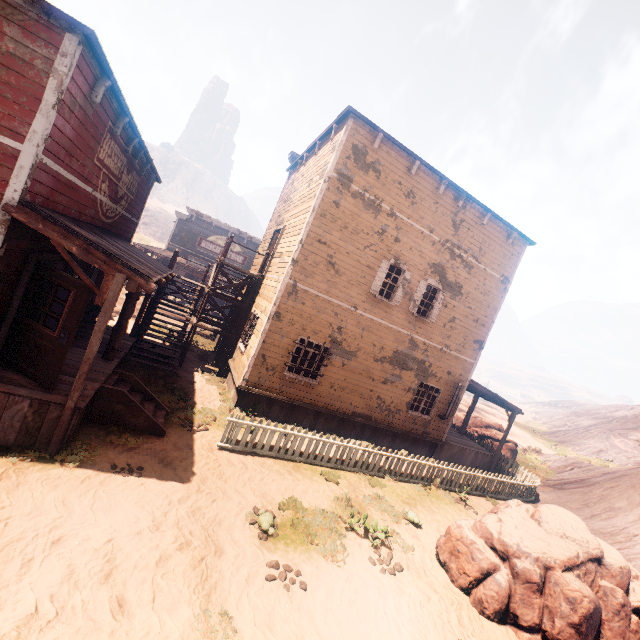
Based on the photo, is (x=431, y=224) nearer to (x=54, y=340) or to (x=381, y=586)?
(x=381, y=586)

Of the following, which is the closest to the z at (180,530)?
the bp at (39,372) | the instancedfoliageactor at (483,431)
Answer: the instancedfoliageactor at (483,431)

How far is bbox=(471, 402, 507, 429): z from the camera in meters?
41.6

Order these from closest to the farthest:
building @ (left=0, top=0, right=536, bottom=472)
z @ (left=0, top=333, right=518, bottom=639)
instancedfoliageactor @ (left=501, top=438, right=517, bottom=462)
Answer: z @ (left=0, top=333, right=518, bottom=639), building @ (left=0, top=0, right=536, bottom=472), instancedfoliageactor @ (left=501, top=438, right=517, bottom=462)

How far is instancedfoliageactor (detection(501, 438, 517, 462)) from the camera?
19.50m

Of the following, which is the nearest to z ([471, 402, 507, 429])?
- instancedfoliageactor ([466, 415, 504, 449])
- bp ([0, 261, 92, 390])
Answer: instancedfoliageactor ([466, 415, 504, 449])

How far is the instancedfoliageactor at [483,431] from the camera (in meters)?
19.84
